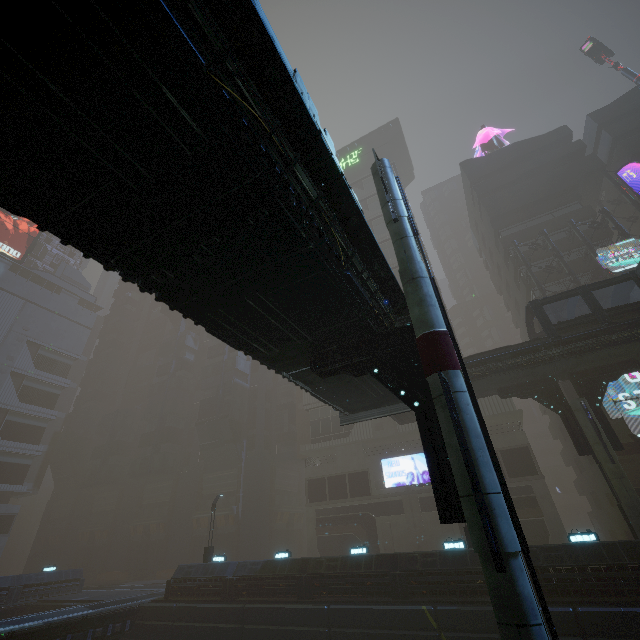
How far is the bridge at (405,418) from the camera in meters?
24.6

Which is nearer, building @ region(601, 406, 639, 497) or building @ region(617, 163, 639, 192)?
building @ region(601, 406, 639, 497)

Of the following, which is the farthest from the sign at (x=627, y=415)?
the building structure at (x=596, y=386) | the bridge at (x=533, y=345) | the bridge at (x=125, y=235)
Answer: the bridge at (x=125, y=235)

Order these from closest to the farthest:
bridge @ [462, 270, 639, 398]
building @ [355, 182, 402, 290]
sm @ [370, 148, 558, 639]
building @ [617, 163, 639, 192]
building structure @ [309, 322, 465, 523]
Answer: sm @ [370, 148, 558, 639], building structure @ [309, 322, 465, 523], bridge @ [462, 270, 639, 398], building @ [617, 163, 639, 192], building @ [355, 182, 402, 290]

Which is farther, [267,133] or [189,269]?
[189,269]

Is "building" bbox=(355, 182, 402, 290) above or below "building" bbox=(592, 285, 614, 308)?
above

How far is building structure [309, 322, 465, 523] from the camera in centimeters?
711cm

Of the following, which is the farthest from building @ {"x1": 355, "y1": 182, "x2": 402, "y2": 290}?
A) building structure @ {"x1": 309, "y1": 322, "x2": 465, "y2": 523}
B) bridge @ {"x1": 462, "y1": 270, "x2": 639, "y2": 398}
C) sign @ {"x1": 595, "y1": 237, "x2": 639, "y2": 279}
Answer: building structure @ {"x1": 309, "y1": 322, "x2": 465, "y2": 523}
